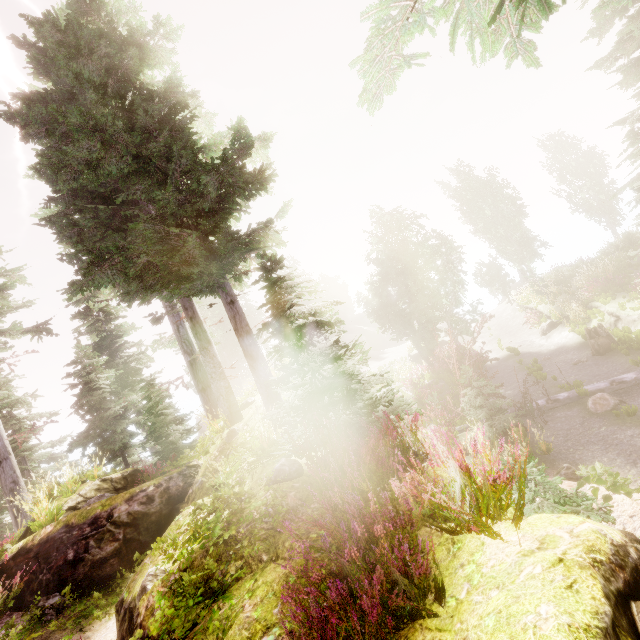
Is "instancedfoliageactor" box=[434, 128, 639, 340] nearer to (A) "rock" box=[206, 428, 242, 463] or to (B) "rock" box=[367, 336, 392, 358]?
(A) "rock" box=[206, 428, 242, 463]

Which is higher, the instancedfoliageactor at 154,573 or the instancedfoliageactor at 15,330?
the instancedfoliageactor at 15,330

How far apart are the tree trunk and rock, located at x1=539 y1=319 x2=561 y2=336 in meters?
5.5

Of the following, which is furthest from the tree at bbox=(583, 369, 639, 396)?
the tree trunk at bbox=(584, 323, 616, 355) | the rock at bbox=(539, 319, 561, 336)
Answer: the rock at bbox=(539, 319, 561, 336)

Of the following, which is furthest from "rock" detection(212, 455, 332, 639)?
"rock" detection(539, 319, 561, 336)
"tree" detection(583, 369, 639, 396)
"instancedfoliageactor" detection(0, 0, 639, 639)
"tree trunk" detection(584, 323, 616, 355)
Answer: "rock" detection(539, 319, 561, 336)

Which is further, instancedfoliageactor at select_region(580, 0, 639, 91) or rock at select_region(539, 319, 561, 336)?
rock at select_region(539, 319, 561, 336)

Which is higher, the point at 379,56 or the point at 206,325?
the point at 206,325

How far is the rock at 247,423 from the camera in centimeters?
934cm
